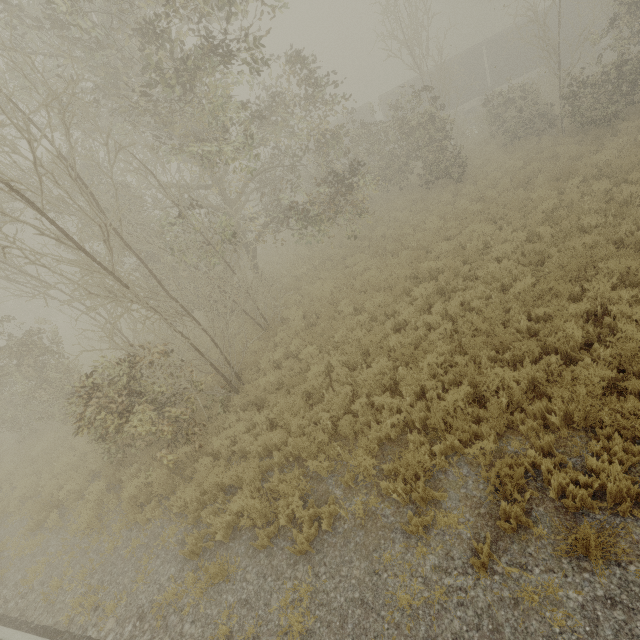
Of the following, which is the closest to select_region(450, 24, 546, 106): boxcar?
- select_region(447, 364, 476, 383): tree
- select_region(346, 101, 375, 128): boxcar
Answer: select_region(346, 101, 375, 128): boxcar

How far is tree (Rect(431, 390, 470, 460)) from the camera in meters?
5.7 m

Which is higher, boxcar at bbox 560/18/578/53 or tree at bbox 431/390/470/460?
boxcar at bbox 560/18/578/53

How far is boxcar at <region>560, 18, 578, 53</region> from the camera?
26.4 meters

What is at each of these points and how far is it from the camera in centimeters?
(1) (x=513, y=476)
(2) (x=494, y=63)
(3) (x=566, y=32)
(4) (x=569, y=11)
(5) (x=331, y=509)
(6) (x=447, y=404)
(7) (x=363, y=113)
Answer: (1) tree, 465cm
(2) boxcar, 2830cm
(3) boxcar, 2670cm
(4) boxcar, 2602cm
(5) tree, 564cm
(6) tree, 617cm
(7) boxcar, 3150cm

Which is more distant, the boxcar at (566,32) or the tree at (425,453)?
the boxcar at (566,32)

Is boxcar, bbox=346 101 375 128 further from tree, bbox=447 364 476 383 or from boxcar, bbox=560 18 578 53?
→ tree, bbox=447 364 476 383

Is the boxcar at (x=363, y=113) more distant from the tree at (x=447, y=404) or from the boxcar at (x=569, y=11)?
the tree at (x=447, y=404)
